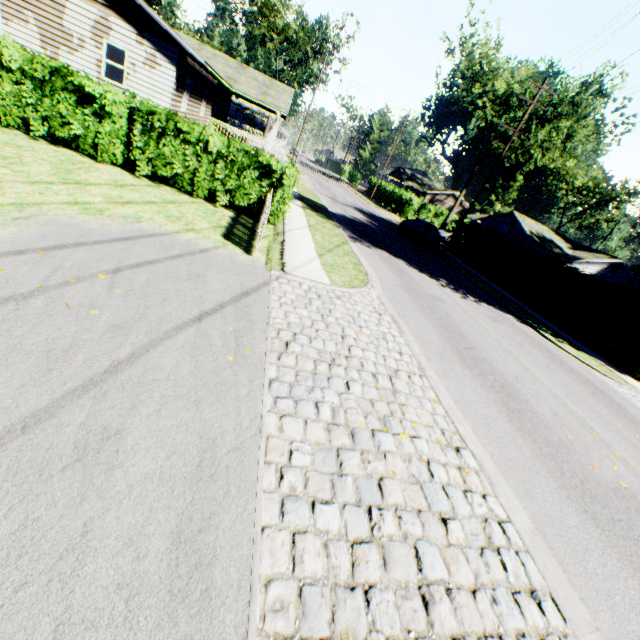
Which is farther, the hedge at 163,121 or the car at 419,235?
the car at 419,235

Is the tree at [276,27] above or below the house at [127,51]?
above

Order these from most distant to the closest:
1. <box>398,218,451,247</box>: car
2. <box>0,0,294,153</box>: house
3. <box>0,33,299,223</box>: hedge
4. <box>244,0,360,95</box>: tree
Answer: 1. <box>244,0,360,95</box>: tree
2. <box>398,218,451,247</box>: car
3. <box>0,0,294,153</box>: house
4. <box>0,33,299,223</box>: hedge

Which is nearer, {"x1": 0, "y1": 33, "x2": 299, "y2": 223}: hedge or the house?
{"x1": 0, "y1": 33, "x2": 299, "y2": 223}: hedge

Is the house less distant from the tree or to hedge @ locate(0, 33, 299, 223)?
hedge @ locate(0, 33, 299, 223)

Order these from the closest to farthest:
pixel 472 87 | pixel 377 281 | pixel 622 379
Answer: pixel 377 281, pixel 622 379, pixel 472 87

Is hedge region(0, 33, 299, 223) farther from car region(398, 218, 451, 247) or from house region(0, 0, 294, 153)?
car region(398, 218, 451, 247)

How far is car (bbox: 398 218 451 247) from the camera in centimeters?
2456cm
